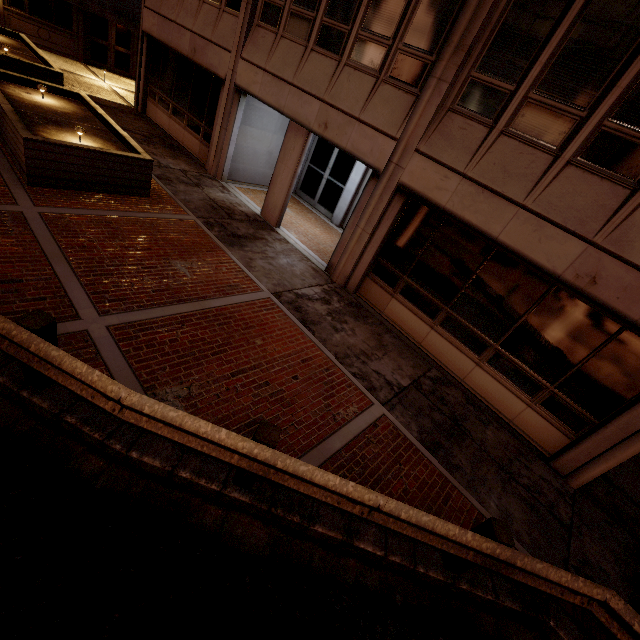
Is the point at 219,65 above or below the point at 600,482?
above

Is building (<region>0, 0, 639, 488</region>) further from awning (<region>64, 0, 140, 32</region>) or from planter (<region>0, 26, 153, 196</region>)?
awning (<region>64, 0, 140, 32</region>)

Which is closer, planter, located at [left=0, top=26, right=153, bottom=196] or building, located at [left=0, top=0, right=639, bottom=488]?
building, located at [left=0, top=0, right=639, bottom=488]

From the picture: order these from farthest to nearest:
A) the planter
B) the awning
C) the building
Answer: the awning, the planter, the building

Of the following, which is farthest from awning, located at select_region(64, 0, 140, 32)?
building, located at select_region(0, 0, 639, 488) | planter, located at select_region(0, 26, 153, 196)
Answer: planter, located at select_region(0, 26, 153, 196)

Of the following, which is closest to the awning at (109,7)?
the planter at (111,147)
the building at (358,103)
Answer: the building at (358,103)

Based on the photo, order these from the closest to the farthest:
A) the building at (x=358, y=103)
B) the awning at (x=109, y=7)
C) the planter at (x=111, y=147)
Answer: the building at (x=358, y=103) < the planter at (x=111, y=147) < the awning at (x=109, y=7)
